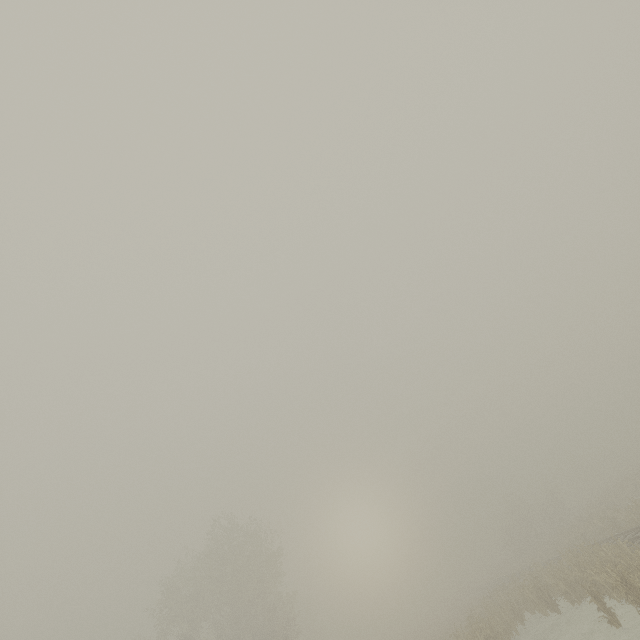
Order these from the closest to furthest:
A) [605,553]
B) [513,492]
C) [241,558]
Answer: [605,553] < [241,558] < [513,492]
